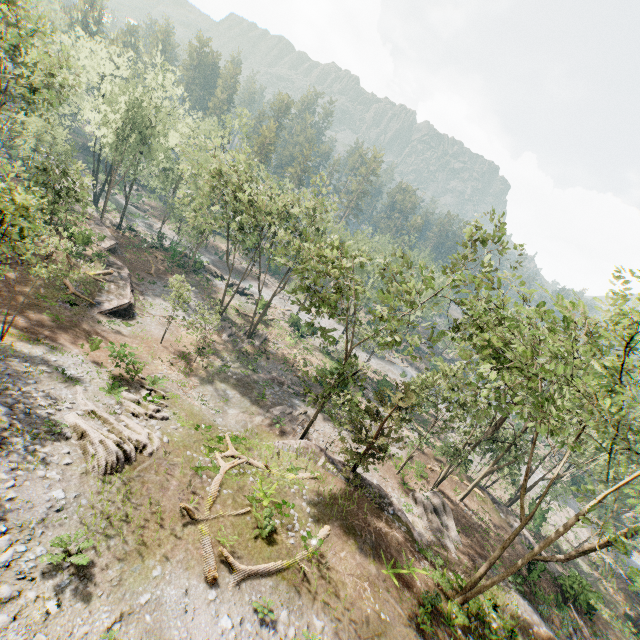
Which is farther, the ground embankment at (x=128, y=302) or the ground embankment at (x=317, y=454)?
the ground embankment at (x=128, y=302)

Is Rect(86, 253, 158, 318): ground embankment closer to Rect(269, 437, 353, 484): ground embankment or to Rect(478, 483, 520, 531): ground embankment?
Rect(269, 437, 353, 484): ground embankment

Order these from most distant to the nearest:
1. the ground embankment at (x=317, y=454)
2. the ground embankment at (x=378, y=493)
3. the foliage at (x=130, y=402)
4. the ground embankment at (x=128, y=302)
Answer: the ground embankment at (x=128, y=302), the ground embankment at (x=317, y=454), the ground embankment at (x=378, y=493), the foliage at (x=130, y=402)

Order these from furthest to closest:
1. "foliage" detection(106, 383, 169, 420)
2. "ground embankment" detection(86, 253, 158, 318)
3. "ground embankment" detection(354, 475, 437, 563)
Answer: "ground embankment" detection(86, 253, 158, 318) → "ground embankment" detection(354, 475, 437, 563) → "foliage" detection(106, 383, 169, 420)

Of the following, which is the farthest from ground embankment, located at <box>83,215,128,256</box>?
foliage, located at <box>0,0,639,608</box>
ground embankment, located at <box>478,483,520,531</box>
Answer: ground embankment, located at <box>478,483,520,531</box>

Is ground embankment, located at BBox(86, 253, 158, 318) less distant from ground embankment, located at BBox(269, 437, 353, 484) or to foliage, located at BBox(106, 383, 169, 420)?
foliage, located at BBox(106, 383, 169, 420)

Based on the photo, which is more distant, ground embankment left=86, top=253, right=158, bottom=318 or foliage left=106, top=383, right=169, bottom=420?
ground embankment left=86, top=253, right=158, bottom=318

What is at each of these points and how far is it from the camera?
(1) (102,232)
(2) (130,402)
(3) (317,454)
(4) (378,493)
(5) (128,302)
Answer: (1) ground embankment, 40.7m
(2) foliage, 18.9m
(3) ground embankment, 23.5m
(4) ground embankment, 22.7m
(5) ground embankment, 31.0m
